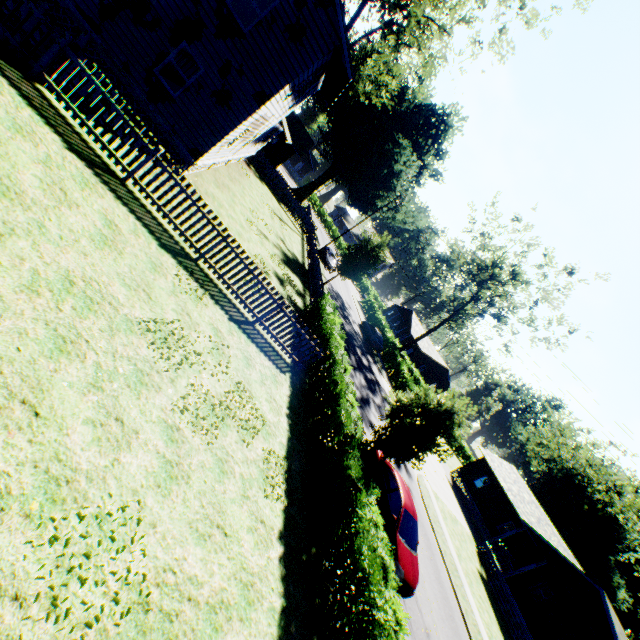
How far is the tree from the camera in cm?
3431

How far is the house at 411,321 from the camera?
54.01m

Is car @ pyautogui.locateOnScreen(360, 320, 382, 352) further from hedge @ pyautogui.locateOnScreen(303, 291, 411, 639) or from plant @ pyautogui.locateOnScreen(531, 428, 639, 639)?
hedge @ pyautogui.locateOnScreen(303, 291, 411, 639)

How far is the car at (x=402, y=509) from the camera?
10.4m

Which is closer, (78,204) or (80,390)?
(80,390)

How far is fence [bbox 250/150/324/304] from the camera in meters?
24.2

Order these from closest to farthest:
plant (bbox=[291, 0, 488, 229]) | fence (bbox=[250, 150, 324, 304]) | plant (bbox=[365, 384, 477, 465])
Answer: plant (bbox=[365, 384, 477, 465]), fence (bbox=[250, 150, 324, 304]), plant (bbox=[291, 0, 488, 229])

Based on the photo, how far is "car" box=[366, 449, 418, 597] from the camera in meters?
10.4
